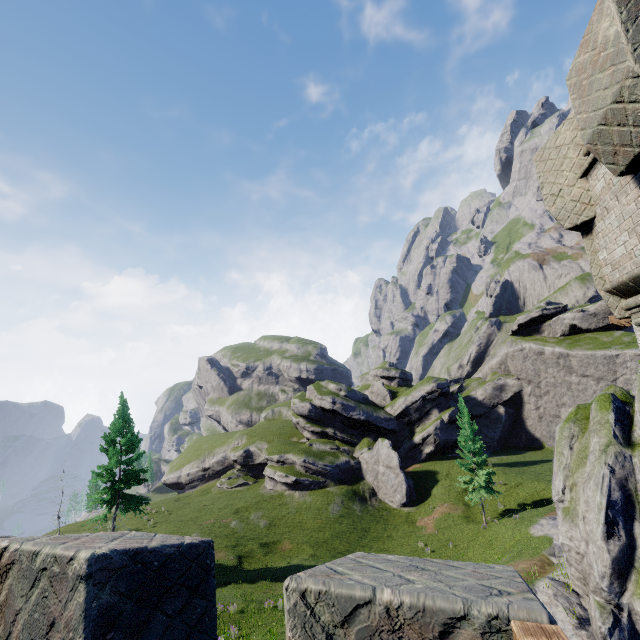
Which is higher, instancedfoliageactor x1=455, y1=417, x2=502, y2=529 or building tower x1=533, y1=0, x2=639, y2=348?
building tower x1=533, y1=0, x2=639, y2=348

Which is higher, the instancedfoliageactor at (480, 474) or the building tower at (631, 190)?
the building tower at (631, 190)

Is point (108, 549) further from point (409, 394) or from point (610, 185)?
point (409, 394)

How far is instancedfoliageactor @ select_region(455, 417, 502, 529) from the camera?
34.1m

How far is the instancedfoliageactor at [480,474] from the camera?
34.12m

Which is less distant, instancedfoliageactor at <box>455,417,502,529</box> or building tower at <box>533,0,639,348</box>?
building tower at <box>533,0,639,348</box>
